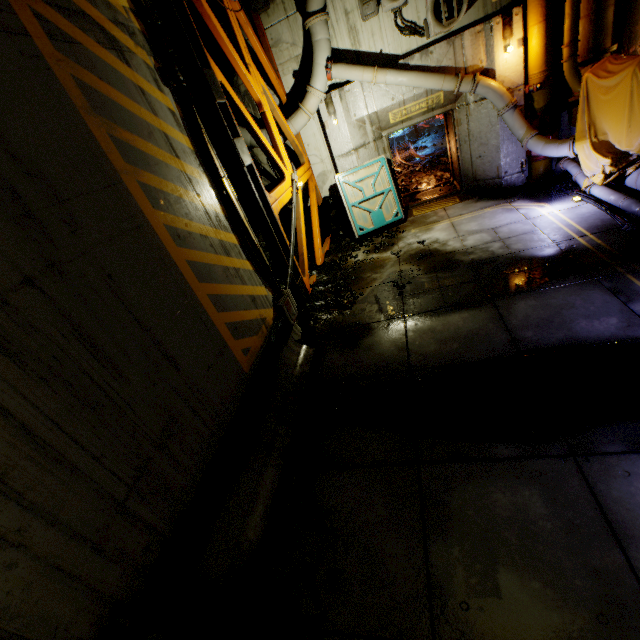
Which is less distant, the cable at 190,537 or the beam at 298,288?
the cable at 190,537

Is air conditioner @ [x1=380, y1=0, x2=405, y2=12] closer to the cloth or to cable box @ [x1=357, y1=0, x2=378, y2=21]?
cable box @ [x1=357, y1=0, x2=378, y2=21]

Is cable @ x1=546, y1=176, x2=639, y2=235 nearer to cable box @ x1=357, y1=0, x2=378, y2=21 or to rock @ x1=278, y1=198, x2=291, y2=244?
rock @ x1=278, y1=198, x2=291, y2=244

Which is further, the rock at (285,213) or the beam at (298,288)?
the rock at (285,213)

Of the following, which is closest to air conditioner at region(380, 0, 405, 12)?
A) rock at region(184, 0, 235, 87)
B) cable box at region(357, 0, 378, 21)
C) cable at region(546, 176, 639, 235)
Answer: cable box at region(357, 0, 378, 21)

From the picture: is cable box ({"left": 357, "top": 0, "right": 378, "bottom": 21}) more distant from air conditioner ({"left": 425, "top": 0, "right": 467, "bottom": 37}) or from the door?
the door

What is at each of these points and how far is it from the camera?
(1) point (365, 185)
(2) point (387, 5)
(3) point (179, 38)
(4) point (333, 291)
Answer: (1) door, 9.7 meters
(2) air conditioner, 7.6 meters
(3) beam, 4.9 meters
(4) rock, 7.8 meters

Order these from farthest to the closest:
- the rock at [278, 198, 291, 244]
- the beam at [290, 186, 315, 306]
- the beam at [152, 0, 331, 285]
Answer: the rock at [278, 198, 291, 244]
the beam at [290, 186, 315, 306]
the beam at [152, 0, 331, 285]
